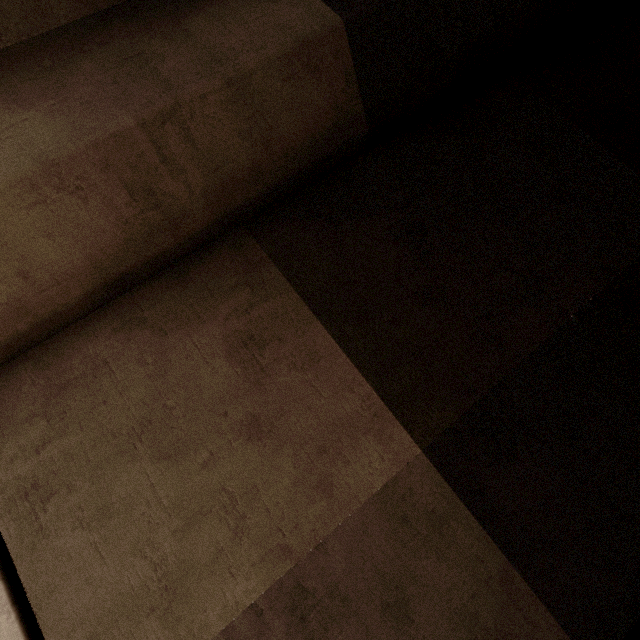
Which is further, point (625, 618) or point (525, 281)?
point (525, 281)

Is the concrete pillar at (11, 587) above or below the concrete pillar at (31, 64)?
below

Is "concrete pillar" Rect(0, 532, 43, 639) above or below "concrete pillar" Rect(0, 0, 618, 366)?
below
